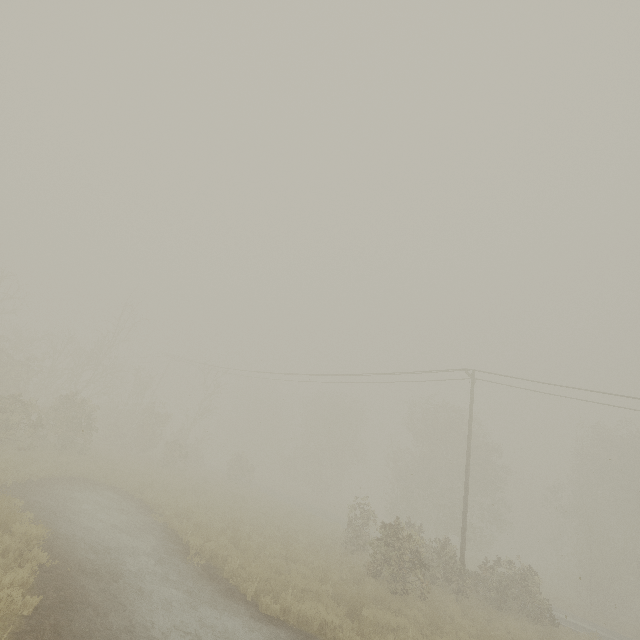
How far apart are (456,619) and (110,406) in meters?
33.7

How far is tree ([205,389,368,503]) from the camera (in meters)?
45.38

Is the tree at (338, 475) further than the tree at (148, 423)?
Yes

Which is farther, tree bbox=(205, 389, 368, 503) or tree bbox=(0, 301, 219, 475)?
tree bbox=(205, 389, 368, 503)

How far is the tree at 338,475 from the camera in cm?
4538
